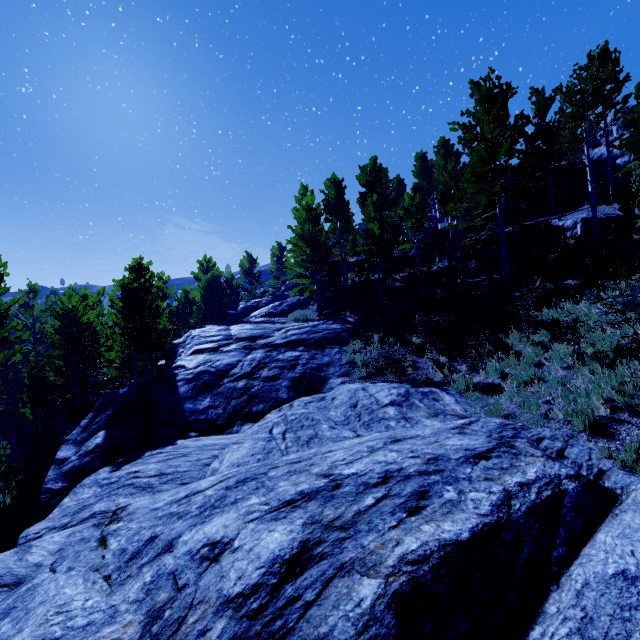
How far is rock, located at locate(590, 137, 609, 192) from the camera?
21.6 meters

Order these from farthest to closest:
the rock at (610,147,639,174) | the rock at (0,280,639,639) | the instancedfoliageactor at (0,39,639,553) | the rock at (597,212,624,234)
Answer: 1. the rock at (610,147,639,174)
2. the rock at (597,212,624,234)
3. the instancedfoliageactor at (0,39,639,553)
4. the rock at (0,280,639,639)

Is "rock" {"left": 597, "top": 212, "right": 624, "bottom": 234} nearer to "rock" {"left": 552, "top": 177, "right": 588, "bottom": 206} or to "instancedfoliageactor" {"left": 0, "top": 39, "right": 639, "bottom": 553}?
"instancedfoliageactor" {"left": 0, "top": 39, "right": 639, "bottom": 553}

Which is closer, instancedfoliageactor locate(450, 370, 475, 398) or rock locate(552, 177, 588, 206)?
instancedfoliageactor locate(450, 370, 475, 398)

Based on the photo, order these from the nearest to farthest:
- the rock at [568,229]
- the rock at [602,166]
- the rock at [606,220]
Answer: the rock at [606,220] → the rock at [568,229] → the rock at [602,166]

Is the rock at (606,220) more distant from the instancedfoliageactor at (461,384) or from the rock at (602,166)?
the rock at (602,166)

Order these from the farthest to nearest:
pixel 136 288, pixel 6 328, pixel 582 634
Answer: pixel 136 288 → pixel 6 328 → pixel 582 634
